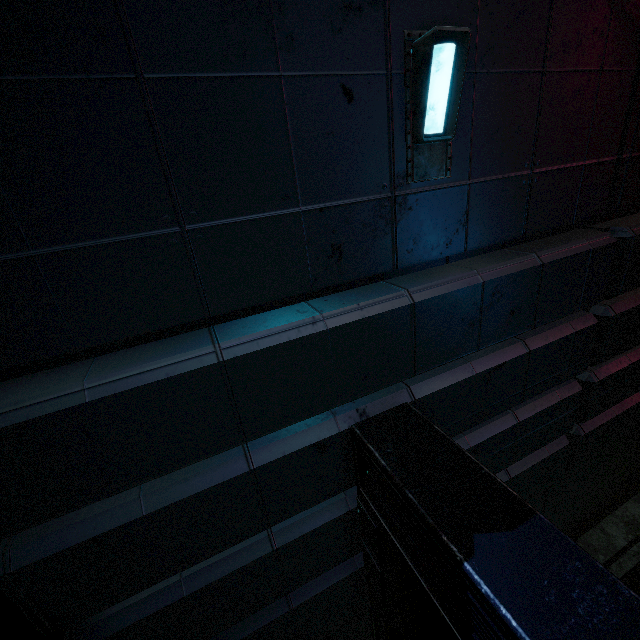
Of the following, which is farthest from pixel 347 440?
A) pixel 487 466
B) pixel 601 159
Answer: pixel 601 159
